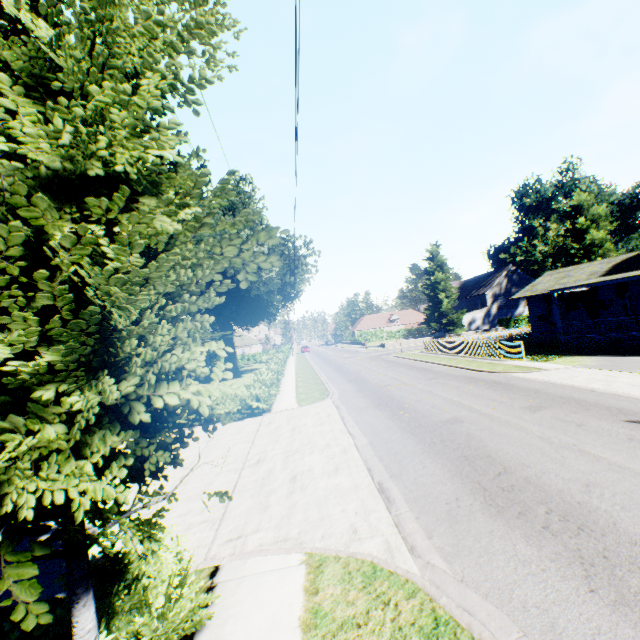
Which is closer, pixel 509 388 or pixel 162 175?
pixel 162 175

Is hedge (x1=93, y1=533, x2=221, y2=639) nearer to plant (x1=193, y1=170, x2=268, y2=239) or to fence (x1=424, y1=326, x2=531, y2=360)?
plant (x1=193, y1=170, x2=268, y2=239)

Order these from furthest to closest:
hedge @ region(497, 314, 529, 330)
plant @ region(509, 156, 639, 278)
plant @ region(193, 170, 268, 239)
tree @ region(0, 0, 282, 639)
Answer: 1. hedge @ region(497, 314, 529, 330)
2. plant @ region(509, 156, 639, 278)
3. plant @ region(193, 170, 268, 239)
4. tree @ region(0, 0, 282, 639)

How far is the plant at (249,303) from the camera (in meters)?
27.78

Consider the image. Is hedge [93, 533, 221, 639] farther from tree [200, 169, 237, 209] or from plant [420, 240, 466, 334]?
plant [420, 240, 466, 334]

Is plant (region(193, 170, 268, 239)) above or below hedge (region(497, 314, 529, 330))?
above

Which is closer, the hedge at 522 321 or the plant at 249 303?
the plant at 249 303
